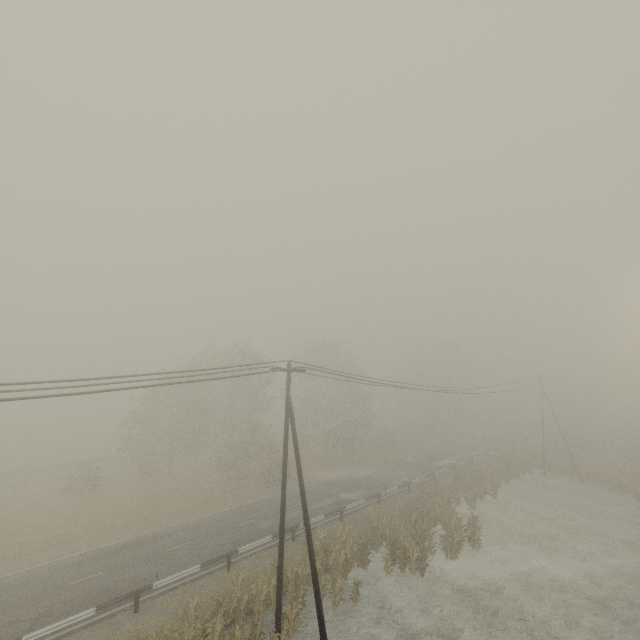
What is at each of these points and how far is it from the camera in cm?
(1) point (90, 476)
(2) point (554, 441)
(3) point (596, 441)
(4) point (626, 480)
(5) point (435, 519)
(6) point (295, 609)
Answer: (1) tree, 3167
(2) tree, 4594
(3) tree, 4950
(4) tree, 3409
(5) tree, 2581
(6) tree, 1466

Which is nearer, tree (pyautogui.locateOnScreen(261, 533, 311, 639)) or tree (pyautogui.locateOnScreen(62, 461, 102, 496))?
tree (pyautogui.locateOnScreen(261, 533, 311, 639))

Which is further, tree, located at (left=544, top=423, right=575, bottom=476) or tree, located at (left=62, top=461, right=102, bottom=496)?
tree, located at (left=544, top=423, right=575, bottom=476)

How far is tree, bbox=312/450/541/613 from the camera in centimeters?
1917cm

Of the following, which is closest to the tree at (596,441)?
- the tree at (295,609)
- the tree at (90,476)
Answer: the tree at (90,476)

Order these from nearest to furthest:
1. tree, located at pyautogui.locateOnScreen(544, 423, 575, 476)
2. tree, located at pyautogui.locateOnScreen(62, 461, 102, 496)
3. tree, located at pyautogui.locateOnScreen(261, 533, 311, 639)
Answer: tree, located at pyautogui.locateOnScreen(261, 533, 311, 639), tree, located at pyautogui.locateOnScreen(62, 461, 102, 496), tree, located at pyautogui.locateOnScreen(544, 423, 575, 476)

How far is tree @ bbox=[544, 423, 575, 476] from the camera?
39.78m

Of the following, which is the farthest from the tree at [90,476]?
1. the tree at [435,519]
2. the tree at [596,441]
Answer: the tree at [596,441]
